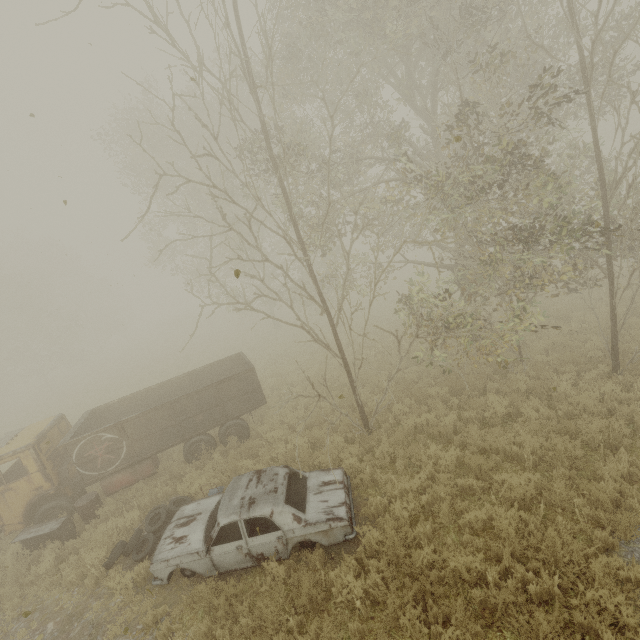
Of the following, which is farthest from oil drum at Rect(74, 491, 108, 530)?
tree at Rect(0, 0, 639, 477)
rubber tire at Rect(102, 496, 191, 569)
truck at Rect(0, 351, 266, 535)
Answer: tree at Rect(0, 0, 639, 477)

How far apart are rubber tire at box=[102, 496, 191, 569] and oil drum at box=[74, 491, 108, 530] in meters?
1.6 m

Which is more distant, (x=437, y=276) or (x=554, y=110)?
(x=437, y=276)

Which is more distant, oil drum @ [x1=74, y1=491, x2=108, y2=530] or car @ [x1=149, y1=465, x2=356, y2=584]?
oil drum @ [x1=74, y1=491, x2=108, y2=530]

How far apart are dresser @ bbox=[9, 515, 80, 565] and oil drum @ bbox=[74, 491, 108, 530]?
0.2m

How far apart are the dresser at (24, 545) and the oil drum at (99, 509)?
0.2m

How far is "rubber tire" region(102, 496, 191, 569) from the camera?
7.6 meters

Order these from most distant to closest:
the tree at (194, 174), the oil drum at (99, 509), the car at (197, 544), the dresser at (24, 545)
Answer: the oil drum at (99, 509) < the dresser at (24, 545) < the tree at (194, 174) < the car at (197, 544)
